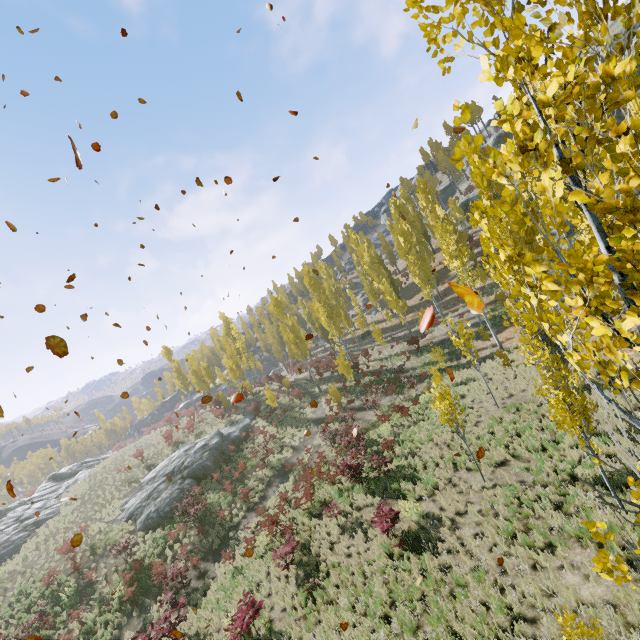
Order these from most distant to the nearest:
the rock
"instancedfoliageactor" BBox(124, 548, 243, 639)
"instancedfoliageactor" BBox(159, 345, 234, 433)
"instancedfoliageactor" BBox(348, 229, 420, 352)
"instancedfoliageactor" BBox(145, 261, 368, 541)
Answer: "instancedfoliageactor" BBox(159, 345, 234, 433) < "instancedfoliageactor" BBox(348, 229, 420, 352) < the rock < "instancedfoliageactor" BBox(145, 261, 368, 541) < "instancedfoliageactor" BBox(124, 548, 243, 639)

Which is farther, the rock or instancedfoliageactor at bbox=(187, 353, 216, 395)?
instancedfoliageactor at bbox=(187, 353, 216, 395)

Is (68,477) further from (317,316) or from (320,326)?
(320,326)

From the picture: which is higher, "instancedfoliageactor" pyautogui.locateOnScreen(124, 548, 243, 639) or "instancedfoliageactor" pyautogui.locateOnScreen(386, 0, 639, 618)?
"instancedfoliageactor" pyautogui.locateOnScreen(386, 0, 639, 618)

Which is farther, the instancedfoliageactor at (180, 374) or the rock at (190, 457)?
the instancedfoliageactor at (180, 374)

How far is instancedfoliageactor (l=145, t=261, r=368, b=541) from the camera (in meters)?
21.52

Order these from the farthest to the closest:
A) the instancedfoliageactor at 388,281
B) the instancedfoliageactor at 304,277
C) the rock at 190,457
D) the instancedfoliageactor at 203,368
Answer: the instancedfoliageactor at 203,368
the instancedfoliageactor at 388,281
the rock at 190,457
the instancedfoliageactor at 304,277
